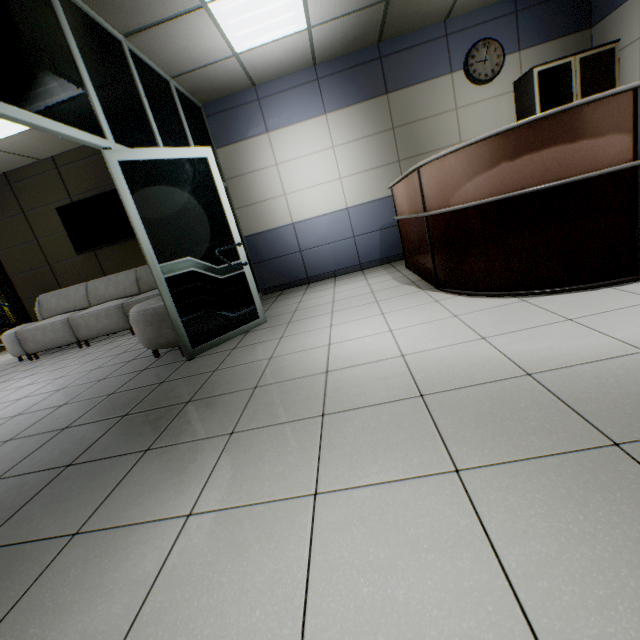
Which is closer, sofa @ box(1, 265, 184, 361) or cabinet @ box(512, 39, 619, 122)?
sofa @ box(1, 265, 184, 361)

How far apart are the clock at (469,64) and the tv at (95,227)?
5.7m

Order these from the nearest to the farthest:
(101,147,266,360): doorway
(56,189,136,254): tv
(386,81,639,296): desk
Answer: (386,81,639,296): desk → (101,147,266,360): doorway → (56,189,136,254): tv

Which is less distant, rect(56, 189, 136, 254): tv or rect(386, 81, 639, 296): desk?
rect(386, 81, 639, 296): desk

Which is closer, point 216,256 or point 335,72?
point 216,256

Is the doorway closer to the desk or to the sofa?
the sofa

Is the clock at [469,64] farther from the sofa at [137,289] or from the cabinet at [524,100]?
the sofa at [137,289]

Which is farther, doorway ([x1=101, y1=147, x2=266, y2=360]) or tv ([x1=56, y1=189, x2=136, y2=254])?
tv ([x1=56, y1=189, x2=136, y2=254])
